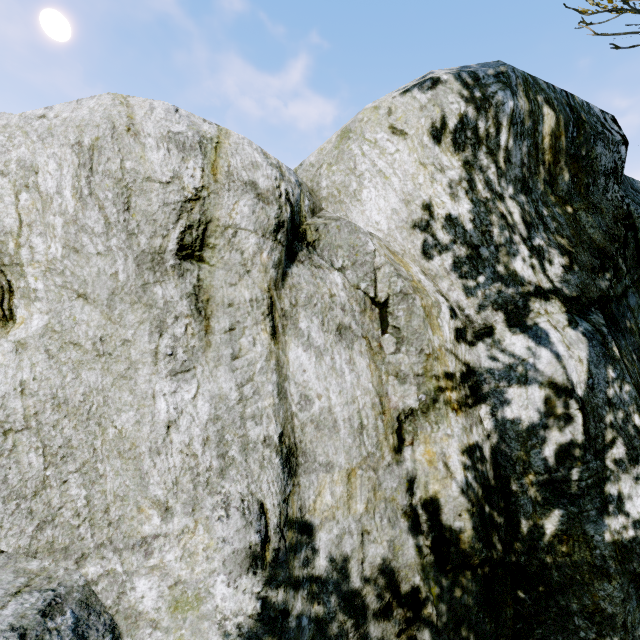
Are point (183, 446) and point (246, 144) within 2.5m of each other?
yes
